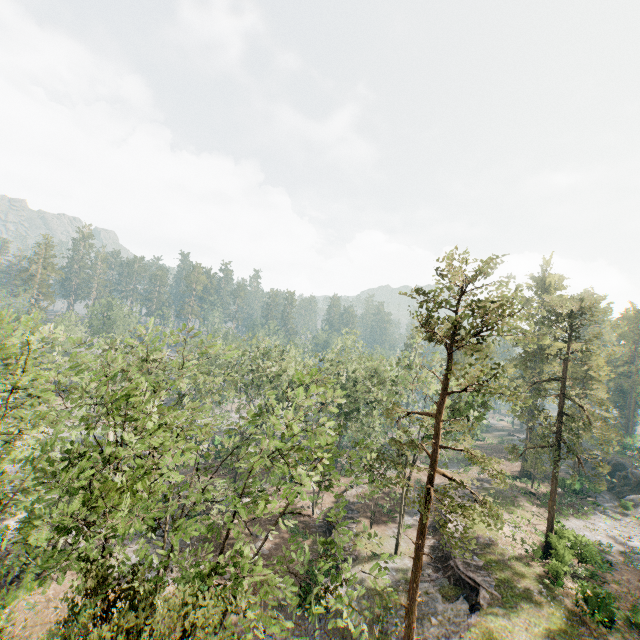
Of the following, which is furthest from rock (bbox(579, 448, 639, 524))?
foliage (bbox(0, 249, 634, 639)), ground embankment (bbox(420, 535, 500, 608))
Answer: ground embankment (bbox(420, 535, 500, 608))

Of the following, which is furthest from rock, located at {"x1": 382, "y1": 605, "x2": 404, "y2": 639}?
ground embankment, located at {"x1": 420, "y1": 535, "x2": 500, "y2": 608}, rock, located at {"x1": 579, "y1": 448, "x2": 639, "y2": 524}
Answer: rock, located at {"x1": 579, "y1": 448, "x2": 639, "y2": 524}

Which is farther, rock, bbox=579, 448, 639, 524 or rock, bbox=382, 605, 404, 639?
rock, bbox=579, 448, 639, 524

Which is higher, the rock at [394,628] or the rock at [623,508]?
the rock at [623,508]

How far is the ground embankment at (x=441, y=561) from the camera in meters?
23.7

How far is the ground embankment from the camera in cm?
2372

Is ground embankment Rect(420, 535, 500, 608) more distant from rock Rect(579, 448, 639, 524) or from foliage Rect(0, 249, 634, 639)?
rock Rect(579, 448, 639, 524)

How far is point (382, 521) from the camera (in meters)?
35.41
